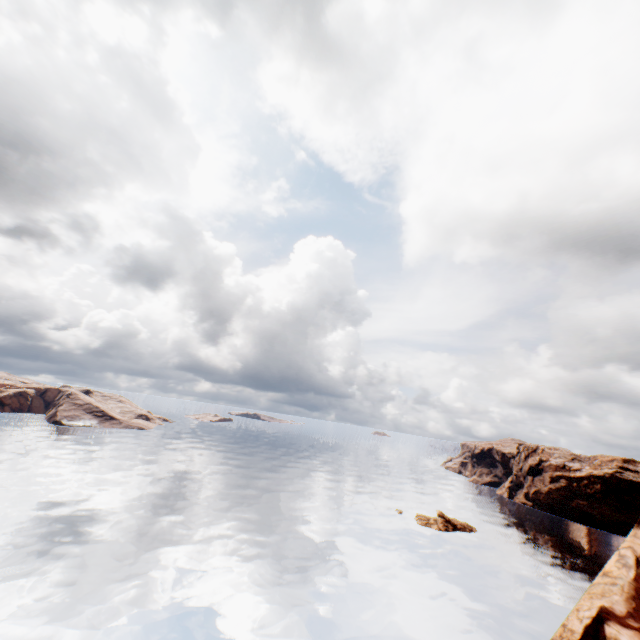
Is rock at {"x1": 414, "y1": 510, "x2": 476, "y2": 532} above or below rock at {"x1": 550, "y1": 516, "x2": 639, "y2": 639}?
below

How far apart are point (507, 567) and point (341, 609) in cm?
2774

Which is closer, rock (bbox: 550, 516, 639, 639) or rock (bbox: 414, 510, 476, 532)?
rock (bbox: 550, 516, 639, 639)

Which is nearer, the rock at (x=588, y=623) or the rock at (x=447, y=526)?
the rock at (x=588, y=623)

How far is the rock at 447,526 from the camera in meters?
53.6 m

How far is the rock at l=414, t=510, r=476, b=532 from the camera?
53.6 meters
